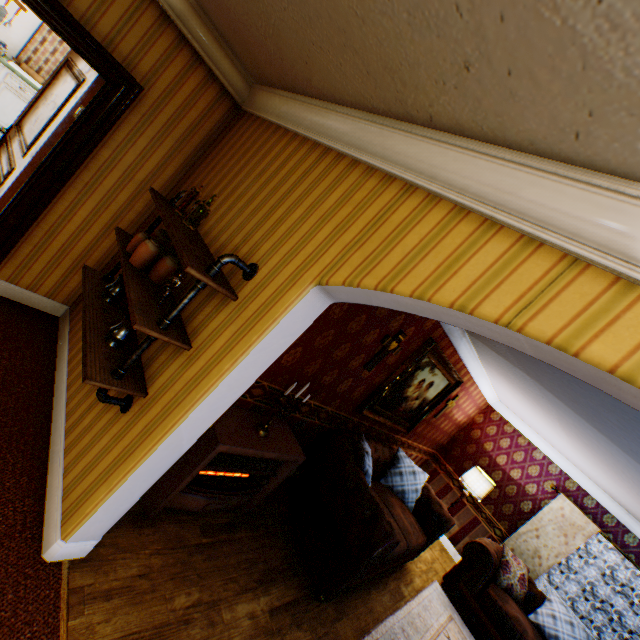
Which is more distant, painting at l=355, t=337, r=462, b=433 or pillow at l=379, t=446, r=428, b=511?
pillow at l=379, t=446, r=428, b=511

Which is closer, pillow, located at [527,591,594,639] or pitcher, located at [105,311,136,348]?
pitcher, located at [105,311,136,348]

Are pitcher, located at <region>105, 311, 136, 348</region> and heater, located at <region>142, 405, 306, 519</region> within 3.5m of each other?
yes

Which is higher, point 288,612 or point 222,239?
point 222,239

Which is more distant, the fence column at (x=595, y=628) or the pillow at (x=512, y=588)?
the fence column at (x=595, y=628)

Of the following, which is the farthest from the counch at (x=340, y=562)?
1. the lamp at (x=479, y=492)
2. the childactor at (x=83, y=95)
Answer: the childactor at (x=83, y=95)

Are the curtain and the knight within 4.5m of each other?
no

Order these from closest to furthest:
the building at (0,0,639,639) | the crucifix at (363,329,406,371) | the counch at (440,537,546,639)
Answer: the building at (0,0,639,639) < the crucifix at (363,329,406,371) < the counch at (440,537,546,639)
